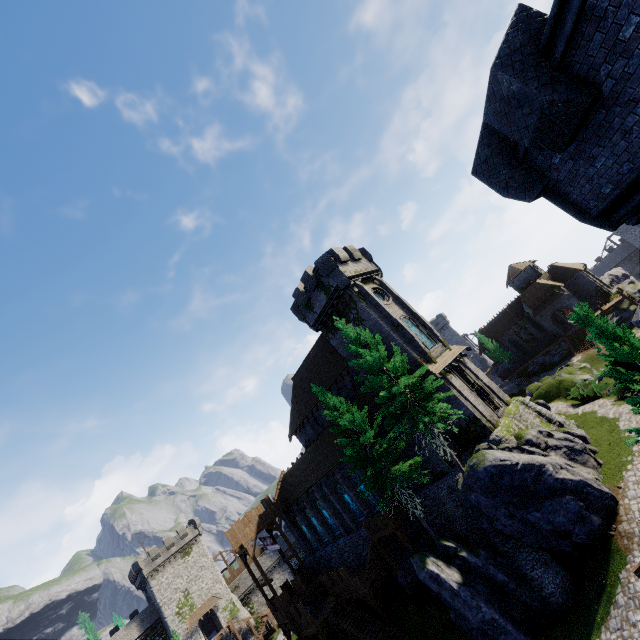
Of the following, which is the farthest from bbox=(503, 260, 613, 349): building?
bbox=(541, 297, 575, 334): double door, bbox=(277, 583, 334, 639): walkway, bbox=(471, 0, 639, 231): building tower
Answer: bbox=(471, 0, 639, 231): building tower

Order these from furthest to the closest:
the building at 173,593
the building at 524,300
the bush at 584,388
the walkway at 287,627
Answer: the building at 173,593
the building at 524,300
the bush at 584,388
the walkway at 287,627

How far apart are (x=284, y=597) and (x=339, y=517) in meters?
9.1 m

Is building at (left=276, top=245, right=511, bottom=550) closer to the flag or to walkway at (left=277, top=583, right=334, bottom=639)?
walkway at (left=277, top=583, right=334, bottom=639)

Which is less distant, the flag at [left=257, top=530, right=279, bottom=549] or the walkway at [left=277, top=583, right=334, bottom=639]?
the walkway at [left=277, top=583, right=334, bottom=639]

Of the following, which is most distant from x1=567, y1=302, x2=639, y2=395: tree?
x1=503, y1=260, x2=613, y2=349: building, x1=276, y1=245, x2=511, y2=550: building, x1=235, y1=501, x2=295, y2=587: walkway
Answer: x1=503, y1=260, x2=613, y2=349: building

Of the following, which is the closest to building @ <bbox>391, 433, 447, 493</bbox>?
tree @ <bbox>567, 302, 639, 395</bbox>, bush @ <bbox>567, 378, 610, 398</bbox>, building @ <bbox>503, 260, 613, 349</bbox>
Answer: bush @ <bbox>567, 378, 610, 398</bbox>

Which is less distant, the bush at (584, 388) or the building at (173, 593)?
the bush at (584, 388)
